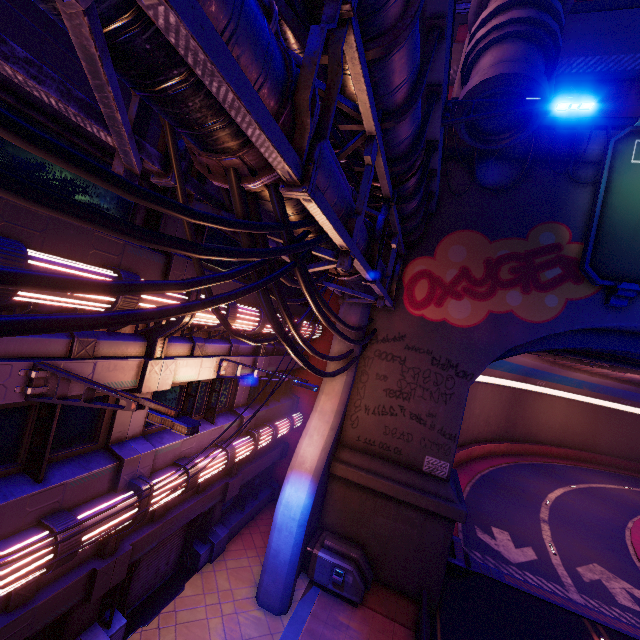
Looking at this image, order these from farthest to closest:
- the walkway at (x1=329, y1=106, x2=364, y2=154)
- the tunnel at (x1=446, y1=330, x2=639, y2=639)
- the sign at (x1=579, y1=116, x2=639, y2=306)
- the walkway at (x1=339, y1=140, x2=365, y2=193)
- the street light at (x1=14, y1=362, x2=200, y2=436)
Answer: the tunnel at (x1=446, y1=330, x2=639, y2=639) < the sign at (x1=579, y1=116, x2=639, y2=306) < the walkway at (x1=339, y1=140, x2=365, y2=193) < the walkway at (x1=329, y1=106, x2=364, y2=154) < the street light at (x1=14, y1=362, x2=200, y2=436)

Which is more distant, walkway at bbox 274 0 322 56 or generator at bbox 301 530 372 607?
generator at bbox 301 530 372 607

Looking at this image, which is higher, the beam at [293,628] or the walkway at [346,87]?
the walkway at [346,87]

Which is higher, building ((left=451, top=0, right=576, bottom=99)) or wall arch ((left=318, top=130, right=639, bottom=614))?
building ((left=451, top=0, right=576, bottom=99))

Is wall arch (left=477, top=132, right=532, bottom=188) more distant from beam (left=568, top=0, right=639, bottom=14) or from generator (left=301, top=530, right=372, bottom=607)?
beam (left=568, top=0, right=639, bottom=14)

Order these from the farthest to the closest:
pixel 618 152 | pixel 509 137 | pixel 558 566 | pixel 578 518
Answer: pixel 578 518, pixel 558 566, pixel 618 152, pixel 509 137

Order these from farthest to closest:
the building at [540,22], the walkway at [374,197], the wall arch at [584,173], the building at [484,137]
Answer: the wall arch at [584,173] < the building at [484,137] < the building at [540,22] < the walkway at [374,197]

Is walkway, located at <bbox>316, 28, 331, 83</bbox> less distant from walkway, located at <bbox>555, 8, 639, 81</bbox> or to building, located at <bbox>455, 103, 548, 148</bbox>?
building, located at <bbox>455, 103, 548, 148</bbox>
